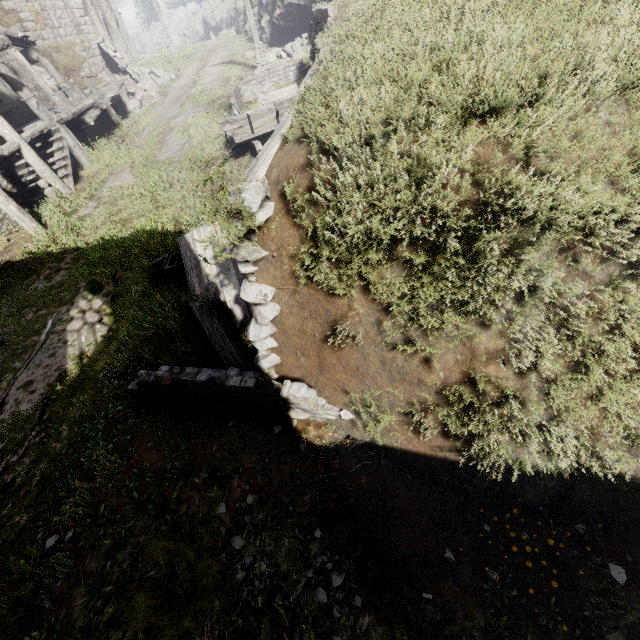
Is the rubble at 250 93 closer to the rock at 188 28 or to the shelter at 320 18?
the shelter at 320 18

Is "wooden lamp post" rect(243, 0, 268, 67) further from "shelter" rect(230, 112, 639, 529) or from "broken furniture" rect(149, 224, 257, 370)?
"broken furniture" rect(149, 224, 257, 370)

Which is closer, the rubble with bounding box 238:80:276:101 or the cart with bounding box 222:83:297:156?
the cart with bounding box 222:83:297:156

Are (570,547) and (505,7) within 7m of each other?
yes

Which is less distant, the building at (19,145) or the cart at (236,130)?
the cart at (236,130)

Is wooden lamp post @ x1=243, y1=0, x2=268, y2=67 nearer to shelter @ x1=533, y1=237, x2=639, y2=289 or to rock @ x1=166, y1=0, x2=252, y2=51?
shelter @ x1=533, y1=237, x2=639, y2=289

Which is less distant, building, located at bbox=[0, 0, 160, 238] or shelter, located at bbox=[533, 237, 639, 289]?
shelter, located at bbox=[533, 237, 639, 289]

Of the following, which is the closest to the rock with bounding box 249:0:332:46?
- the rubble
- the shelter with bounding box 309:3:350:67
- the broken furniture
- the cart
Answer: the shelter with bounding box 309:3:350:67
